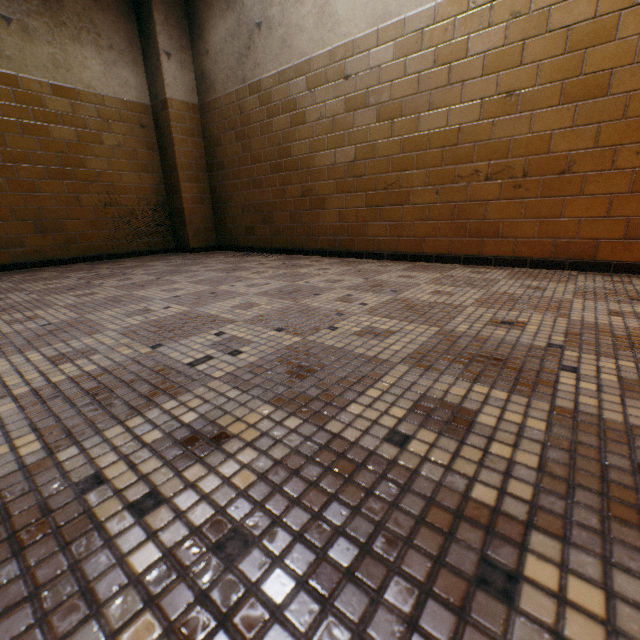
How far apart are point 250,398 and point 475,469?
0.5m
